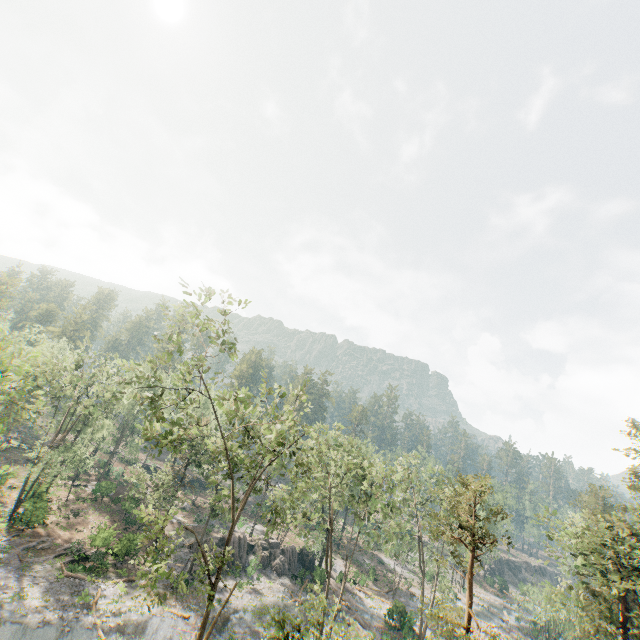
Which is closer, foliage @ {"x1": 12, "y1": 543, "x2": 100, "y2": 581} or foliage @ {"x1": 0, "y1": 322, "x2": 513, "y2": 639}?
foliage @ {"x1": 0, "y1": 322, "x2": 513, "y2": 639}

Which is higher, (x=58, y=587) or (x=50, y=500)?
(x=50, y=500)

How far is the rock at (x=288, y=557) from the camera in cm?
4041

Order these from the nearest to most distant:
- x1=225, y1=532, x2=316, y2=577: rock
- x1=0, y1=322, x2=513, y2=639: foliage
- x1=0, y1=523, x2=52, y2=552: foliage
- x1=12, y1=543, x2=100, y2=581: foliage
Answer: x1=0, y1=322, x2=513, y2=639: foliage < x1=12, y1=543, x2=100, y2=581: foliage < x1=0, y1=523, x2=52, y2=552: foliage < x1=225, y1=532, x2=316, y2=577: rock

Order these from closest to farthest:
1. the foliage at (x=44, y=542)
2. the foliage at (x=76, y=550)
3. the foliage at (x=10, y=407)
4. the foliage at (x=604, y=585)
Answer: the foliage at (x=10, y=407)
the foliage at (x=604, y=585)
the foliage at (x=76, y=550)
the foliage at (x=44, y=542)

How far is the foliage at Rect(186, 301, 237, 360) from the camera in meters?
18.9 m
